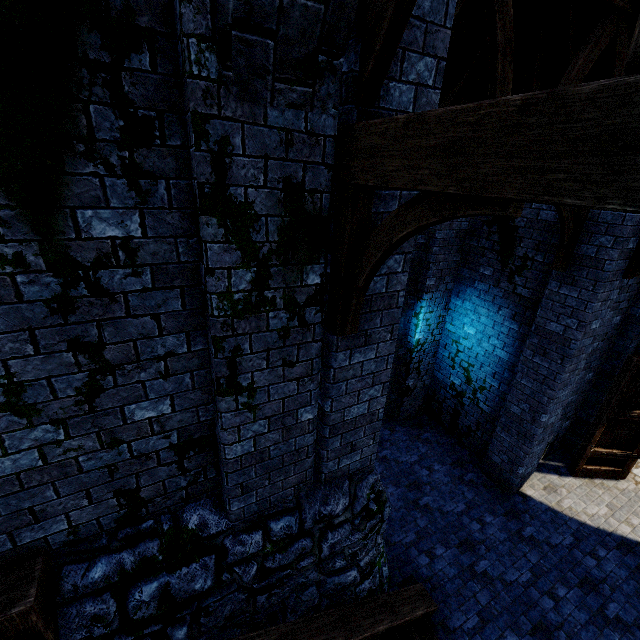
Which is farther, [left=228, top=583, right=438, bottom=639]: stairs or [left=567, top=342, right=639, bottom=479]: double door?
[left=567, top=342, right=639, bottom=479]: double door

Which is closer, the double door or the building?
the building

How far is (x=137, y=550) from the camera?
3.0m

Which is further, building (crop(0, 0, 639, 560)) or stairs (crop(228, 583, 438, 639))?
stairs (crop(228, 583, 438, 639))

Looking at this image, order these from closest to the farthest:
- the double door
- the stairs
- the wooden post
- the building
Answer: the building < the wooden post < the stairs < the double door

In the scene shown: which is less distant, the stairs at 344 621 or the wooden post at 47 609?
the wooden post at 47 609

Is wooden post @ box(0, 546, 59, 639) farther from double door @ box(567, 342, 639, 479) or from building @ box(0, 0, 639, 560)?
double door @ box(567, 342, 639, 479)

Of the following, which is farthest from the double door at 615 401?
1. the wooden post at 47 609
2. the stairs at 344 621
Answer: the wooden post at 47 609
